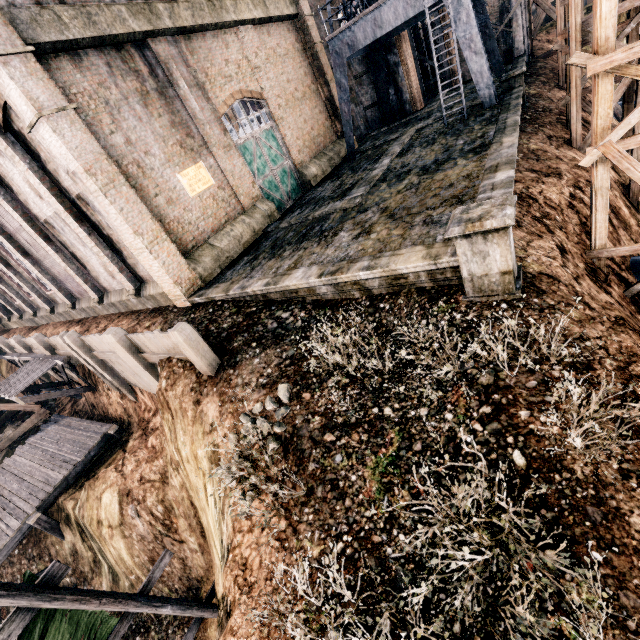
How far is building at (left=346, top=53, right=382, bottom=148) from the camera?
27.6 meters

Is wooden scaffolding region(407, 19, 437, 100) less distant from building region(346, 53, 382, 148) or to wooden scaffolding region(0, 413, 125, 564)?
building region(346, 53, 382, 148)

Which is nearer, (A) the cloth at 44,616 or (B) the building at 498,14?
(A) the cloth at 44,616

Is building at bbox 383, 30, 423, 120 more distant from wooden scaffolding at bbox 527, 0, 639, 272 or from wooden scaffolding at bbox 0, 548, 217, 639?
wooden scaffolding at bbox 527, 0, 639, 272

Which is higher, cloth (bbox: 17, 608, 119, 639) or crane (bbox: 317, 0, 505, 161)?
crane (bbox: 317, 0, 505, 161)

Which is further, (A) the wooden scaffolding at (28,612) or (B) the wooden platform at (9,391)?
(B) the wooden platform at (9,391)

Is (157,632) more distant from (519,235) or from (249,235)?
(519,235)
